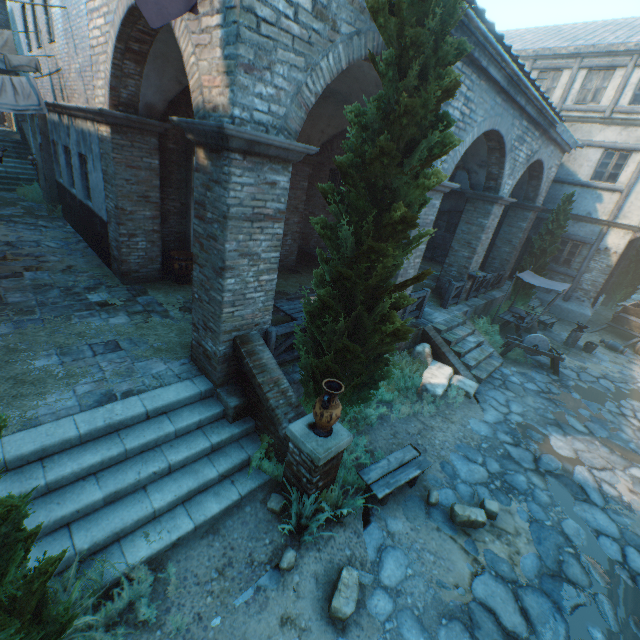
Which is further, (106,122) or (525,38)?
(525,38)

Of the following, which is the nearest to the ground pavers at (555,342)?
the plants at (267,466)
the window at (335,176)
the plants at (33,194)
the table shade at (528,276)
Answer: the table shade at (528,276)

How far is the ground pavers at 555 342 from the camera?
12.3m

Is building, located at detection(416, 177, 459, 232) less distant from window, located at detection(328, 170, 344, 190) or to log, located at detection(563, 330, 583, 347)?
log, located at detection(563, 330, 583, 347)

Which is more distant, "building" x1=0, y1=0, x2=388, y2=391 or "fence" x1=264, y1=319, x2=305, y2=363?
"fence" x1=264, y1=319, x2=305, y2=363

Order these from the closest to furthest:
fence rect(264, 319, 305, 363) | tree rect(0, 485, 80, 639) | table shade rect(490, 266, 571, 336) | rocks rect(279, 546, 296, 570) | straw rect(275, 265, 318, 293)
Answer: tree rect(0, 485, 80, 639)
rocks rect(279, 546, 296, 570)
fence rect(264, 319, 305, 363)
straw rect(275, 265, 318, 293)
table shade rect(490, 266, 571, 336)

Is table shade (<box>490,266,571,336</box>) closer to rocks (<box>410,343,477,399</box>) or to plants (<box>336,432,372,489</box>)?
rocks (<box>410,343,477,399</box>)

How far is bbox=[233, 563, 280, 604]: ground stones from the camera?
3.8 meters
